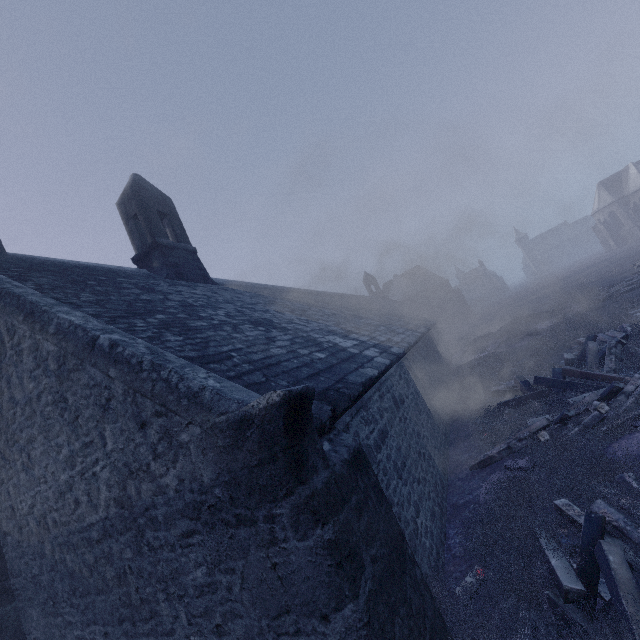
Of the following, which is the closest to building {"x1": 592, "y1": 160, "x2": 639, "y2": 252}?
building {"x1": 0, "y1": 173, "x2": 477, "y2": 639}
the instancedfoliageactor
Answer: building {"x1": 0, "y1": 173, "x2": 477, "y2": 639}

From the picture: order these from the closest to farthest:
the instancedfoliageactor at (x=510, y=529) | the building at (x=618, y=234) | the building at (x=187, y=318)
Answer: the building at (x=187, y=318)
the instancedfoliageactor at (x=510, y=529)
the building at (x=618, y=234)

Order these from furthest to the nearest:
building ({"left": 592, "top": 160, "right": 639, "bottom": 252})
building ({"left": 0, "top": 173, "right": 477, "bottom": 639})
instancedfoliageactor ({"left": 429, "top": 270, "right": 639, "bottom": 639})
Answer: building ({"left": 592, "top": 160, "right": 639, "bottom": 252}) → instancedfoliageactor ({"left": 429, "top": 270, "right": 639, "bottom": 639}) → building ({"left": 0, "top": 173, "right": 477, "bottom": 639})

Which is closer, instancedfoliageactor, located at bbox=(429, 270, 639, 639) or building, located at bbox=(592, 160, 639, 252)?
instancedfoliageactor, located at bbox=(429, 270, 639, 639)

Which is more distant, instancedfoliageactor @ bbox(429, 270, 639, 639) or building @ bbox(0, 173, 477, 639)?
instancedfoliageactor @ bbox(429, 270, 639, 639)

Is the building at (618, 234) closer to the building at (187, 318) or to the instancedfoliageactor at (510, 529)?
the building at (187, 318)

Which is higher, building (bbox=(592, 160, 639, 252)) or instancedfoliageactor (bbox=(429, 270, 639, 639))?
building (bbox=(592, 160, 639, 252))

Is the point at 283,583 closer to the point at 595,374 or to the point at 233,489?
the point at 233,489
